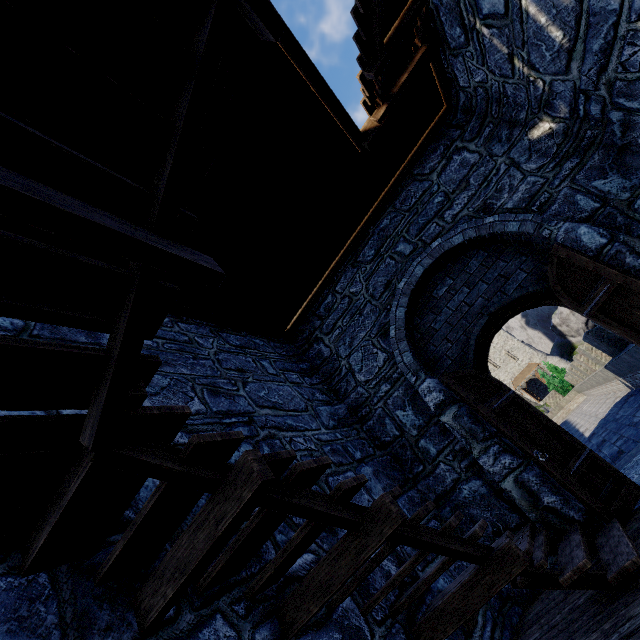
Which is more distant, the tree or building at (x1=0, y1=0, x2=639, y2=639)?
the tree

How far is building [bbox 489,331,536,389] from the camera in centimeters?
5700cm

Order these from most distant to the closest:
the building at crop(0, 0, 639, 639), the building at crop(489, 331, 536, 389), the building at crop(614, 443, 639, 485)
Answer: the building at crop(489, 331, 536, 389)
the building at crop(614, 443, 639, 485)
the building at crop(0, 0, 639, 639)

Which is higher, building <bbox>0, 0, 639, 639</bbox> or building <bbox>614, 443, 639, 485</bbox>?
building <bbox>0, 0, 639, 639</bbox>

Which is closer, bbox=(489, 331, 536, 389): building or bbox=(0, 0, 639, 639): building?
bbox=(0, 0, 639, 639): building

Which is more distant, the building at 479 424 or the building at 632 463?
the building at 632 463

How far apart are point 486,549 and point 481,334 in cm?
350

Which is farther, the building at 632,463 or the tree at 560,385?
the tree at 560,385
